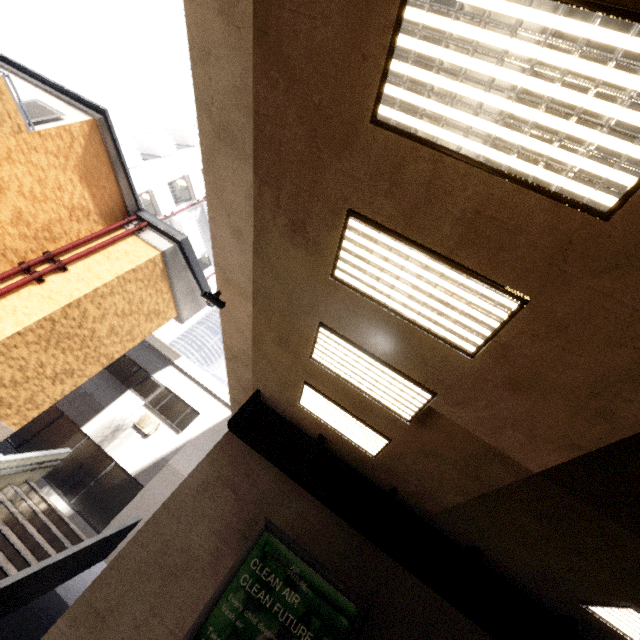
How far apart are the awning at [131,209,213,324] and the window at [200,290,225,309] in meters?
4.8

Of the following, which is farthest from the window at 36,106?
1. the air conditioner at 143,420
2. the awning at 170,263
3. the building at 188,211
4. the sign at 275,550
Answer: the building at 188,211

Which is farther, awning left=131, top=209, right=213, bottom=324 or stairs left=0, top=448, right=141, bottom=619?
awning left=131, top=209, right=213, bottom=324

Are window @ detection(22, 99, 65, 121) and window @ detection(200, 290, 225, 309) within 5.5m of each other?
no

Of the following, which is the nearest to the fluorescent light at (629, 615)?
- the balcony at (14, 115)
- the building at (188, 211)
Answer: the balcony at (14, 115)

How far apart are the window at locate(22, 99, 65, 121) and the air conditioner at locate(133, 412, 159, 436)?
9.66m

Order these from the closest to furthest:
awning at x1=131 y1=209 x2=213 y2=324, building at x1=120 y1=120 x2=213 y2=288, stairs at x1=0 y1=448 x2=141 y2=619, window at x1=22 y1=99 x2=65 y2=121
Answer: stairs at x1=0 y1=448 x2=141 y2=619
window at x1=22 y1=99 x2=65 y2=121
awning at x1=131 y1=209 x2=213 y2=324
building at x1=120 y1=120 x2=213 y2=288

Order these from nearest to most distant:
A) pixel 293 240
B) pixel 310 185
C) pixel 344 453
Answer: pixel 310 185, pixel 293 240, pixel 344 453
